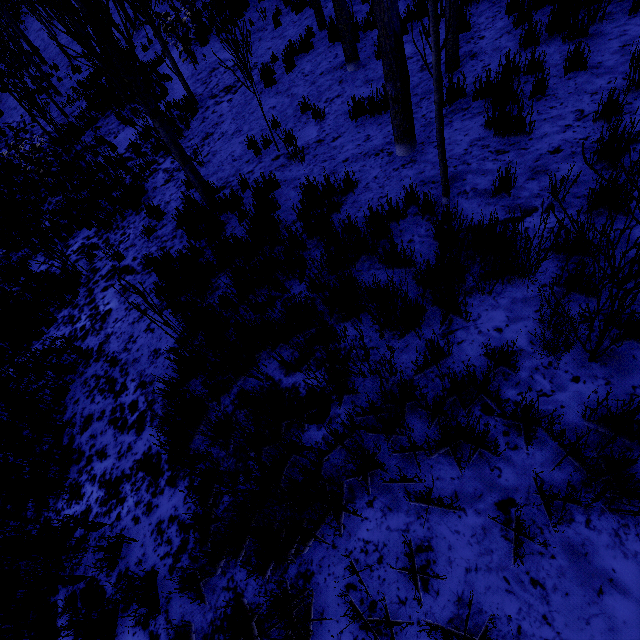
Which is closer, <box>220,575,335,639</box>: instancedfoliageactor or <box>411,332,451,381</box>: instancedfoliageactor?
<box>220,575,335,639</box>: instancedfoliageactor

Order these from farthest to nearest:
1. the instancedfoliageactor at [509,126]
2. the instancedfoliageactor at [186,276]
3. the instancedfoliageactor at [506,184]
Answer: the instancedfoliageactor at [509,126] → the instancedfoliageactor at [506,184] → the instancedfoliageactor at [186,276]

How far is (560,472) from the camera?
1.9m

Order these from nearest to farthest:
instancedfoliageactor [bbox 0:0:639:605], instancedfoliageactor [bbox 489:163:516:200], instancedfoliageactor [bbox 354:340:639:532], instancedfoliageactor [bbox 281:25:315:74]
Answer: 1. instancedfoliageactor [bbox 354:340:639:532]
2. instancedfoliageactor [bbox 0:0:639:605]
3. instancedfoliageactor [bbox 489:163:516:200]
4. instancedfoliageactor [bbox 281:25:315:74]

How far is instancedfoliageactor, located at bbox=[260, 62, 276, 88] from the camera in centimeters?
877cm

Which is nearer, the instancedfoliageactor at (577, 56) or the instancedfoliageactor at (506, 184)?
the instancedfoliageactor at (506, 184)
